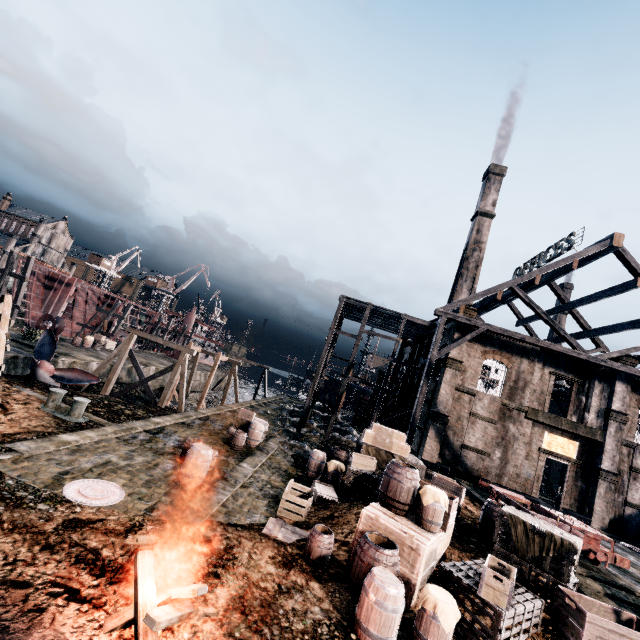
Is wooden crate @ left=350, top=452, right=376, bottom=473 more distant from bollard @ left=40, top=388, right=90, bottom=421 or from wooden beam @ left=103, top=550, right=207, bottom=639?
bollard @ left=40, top=388, right=90, bottom=421

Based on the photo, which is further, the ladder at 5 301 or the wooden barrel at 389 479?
the ladder at 5 301

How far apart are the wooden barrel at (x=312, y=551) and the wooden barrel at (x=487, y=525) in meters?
7.6

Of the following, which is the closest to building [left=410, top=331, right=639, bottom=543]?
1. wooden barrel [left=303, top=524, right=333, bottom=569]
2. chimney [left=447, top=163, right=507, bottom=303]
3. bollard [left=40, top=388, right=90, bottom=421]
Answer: wooden barrel [left=303, top=524, right=333, bottom=569]

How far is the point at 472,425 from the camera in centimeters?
2527cm

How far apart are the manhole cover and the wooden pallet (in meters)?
4.31

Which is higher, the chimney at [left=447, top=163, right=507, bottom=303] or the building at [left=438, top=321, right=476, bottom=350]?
the chimney at [left=447, top=163, right=507, bottom=303]

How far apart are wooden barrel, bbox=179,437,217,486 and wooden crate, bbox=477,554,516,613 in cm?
914
